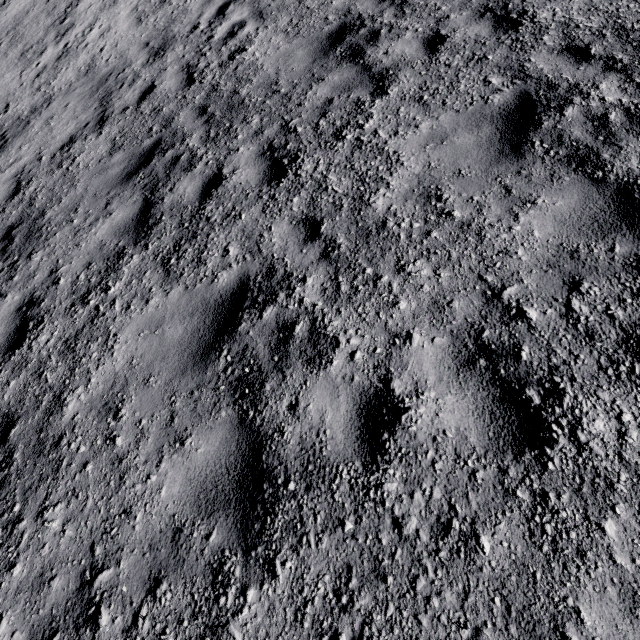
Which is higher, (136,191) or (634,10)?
(634,10)
